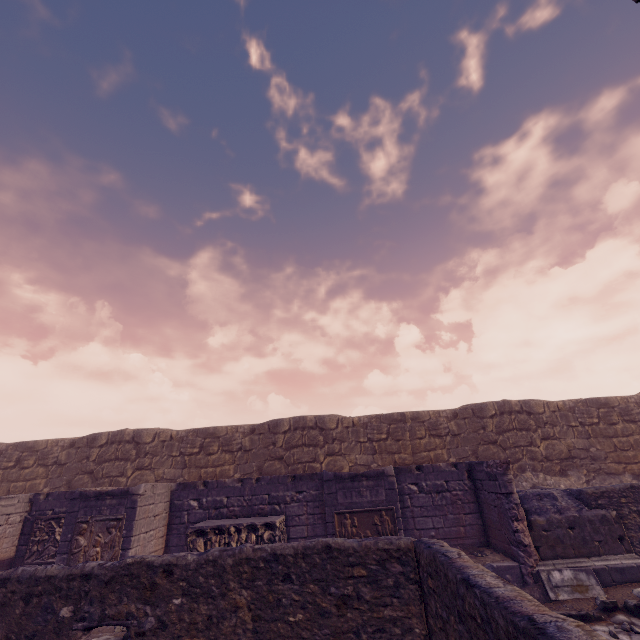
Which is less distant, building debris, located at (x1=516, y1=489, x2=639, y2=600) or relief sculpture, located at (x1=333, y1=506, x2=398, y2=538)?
building debris, located at (x1=516, y1=489, x2=639, y2=600)

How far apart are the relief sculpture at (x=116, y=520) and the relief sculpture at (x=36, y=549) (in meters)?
1.77

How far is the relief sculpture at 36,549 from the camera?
9.5m

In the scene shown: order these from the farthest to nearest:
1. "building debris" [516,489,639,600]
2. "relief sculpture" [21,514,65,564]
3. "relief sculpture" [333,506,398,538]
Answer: "relief sculpture" [21,514,65,564] → "relief sculpture" [333,506,398,538] → "building debris" [516,489,639,600]

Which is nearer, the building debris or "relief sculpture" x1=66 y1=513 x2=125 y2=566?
the building debris

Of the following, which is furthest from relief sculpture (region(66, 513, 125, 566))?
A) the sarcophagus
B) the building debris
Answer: the building debris

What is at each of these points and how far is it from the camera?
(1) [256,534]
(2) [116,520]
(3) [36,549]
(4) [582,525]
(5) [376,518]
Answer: (1) sarcophagus, 8.4m
(2) relief sculpture, 8.4m
(3) relief sculpture, 9.7m
(4) building debris, 8.0m
(5) relief sculpture, 8.2m

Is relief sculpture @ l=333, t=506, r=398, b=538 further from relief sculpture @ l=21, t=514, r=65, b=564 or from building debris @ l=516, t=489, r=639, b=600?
relief sculpture @ l=21, t=514, r=65, b=564
